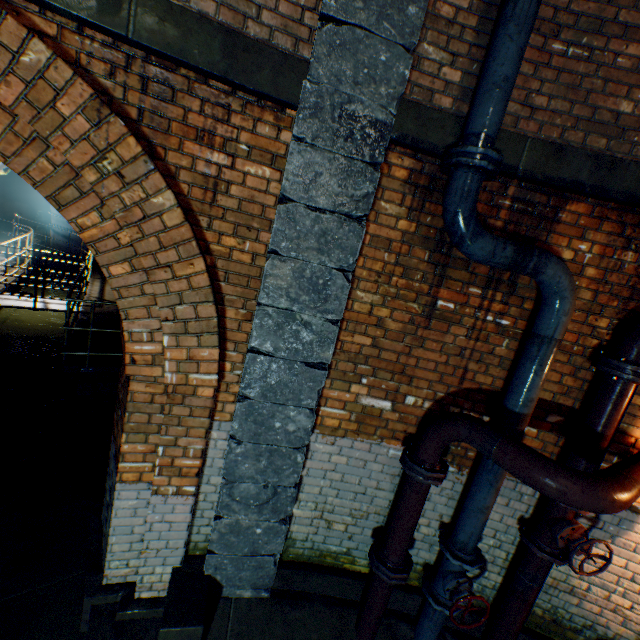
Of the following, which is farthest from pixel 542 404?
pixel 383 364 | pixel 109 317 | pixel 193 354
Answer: pixel 109 317

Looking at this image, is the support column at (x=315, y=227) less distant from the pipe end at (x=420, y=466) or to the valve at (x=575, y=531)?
the pipe end at (x=420, y=466)

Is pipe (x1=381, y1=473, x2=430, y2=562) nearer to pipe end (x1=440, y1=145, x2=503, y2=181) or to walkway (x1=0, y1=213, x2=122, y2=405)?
pipe end (x1=440, y1=145, x2=503, y2=181)

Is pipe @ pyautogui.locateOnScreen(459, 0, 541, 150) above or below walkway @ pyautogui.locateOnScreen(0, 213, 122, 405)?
above

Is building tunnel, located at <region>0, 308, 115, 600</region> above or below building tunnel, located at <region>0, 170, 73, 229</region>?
below

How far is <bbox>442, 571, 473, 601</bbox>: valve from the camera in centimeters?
270cm

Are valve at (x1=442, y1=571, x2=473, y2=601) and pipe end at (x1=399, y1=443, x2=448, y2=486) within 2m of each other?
yes

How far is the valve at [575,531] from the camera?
2.5 meters
